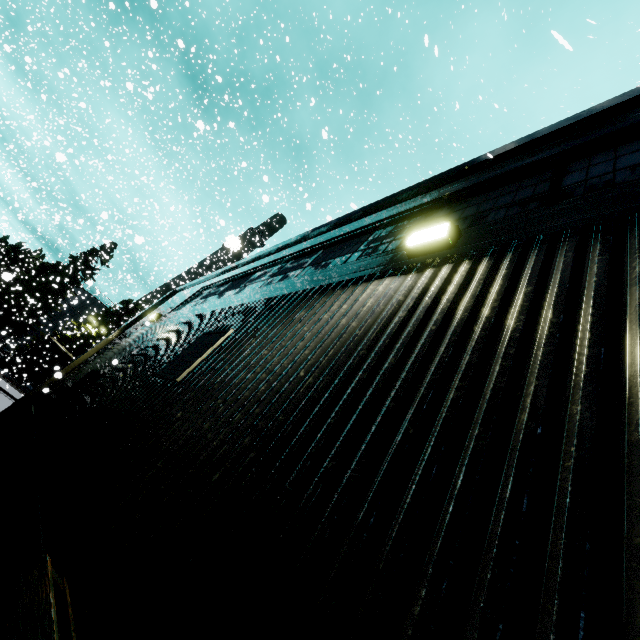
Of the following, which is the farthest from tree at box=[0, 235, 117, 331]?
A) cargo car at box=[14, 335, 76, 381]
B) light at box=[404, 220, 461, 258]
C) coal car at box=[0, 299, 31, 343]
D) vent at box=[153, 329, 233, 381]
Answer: light at box=[404, 220, 461, 258]

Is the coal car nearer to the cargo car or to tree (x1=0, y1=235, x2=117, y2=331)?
the cargo car

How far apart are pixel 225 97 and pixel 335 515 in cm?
1101

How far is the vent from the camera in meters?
4.2

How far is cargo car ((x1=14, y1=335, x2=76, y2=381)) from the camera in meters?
32.7 m

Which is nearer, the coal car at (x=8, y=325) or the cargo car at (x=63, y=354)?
the coal car at (x=8, y=325)

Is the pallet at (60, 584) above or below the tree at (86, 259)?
below

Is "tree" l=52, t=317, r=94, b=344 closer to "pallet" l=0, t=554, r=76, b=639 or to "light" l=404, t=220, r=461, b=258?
"pallet" l=0, t=554, r=76, b=639
